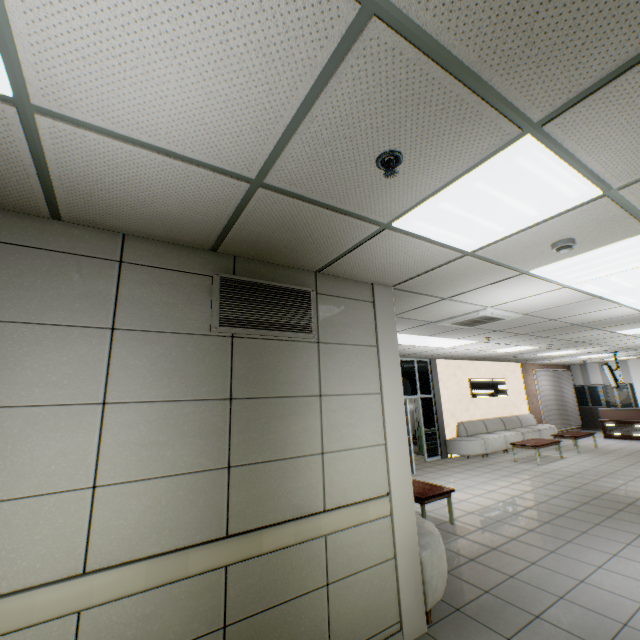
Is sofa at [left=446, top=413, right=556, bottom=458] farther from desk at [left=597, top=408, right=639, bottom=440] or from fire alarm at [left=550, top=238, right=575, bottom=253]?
fire alarm at [left=550, top=238, right=575, bottom=253]

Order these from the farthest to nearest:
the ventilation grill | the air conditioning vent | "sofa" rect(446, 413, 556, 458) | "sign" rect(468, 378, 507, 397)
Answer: "sign" rect(468, 378, 507, 397) < "sofa" rect(446, 413, 556, 458) < the air conditioning vent < the ventilation grill

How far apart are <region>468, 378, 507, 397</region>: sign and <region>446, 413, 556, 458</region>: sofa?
0.8m

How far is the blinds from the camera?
14.7m

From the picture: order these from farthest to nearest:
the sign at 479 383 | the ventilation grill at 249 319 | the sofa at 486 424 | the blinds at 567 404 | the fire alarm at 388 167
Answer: the blinds at 567 404 < the sign at 479 383 < the sofa at 486 424 < the ventilation grill at 249 319 < the fire alarm at 388 167

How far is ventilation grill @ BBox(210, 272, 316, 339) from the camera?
2.6 meters

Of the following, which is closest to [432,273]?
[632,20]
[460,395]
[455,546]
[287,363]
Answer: [287,363]

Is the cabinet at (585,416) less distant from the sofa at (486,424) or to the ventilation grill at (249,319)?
the sofa at (486,424)
